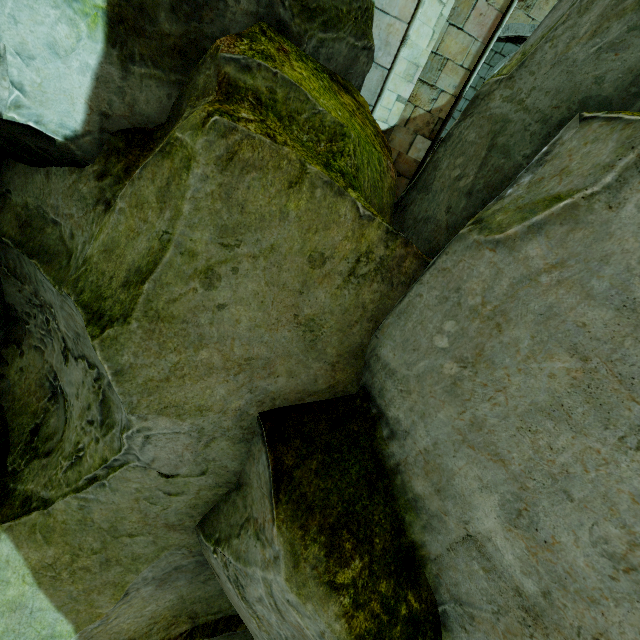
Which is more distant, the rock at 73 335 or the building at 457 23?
the building at 457 23

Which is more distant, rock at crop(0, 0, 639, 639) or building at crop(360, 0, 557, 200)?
building at crop(360, 0, 557, 200)

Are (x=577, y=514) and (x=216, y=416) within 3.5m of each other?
yes
